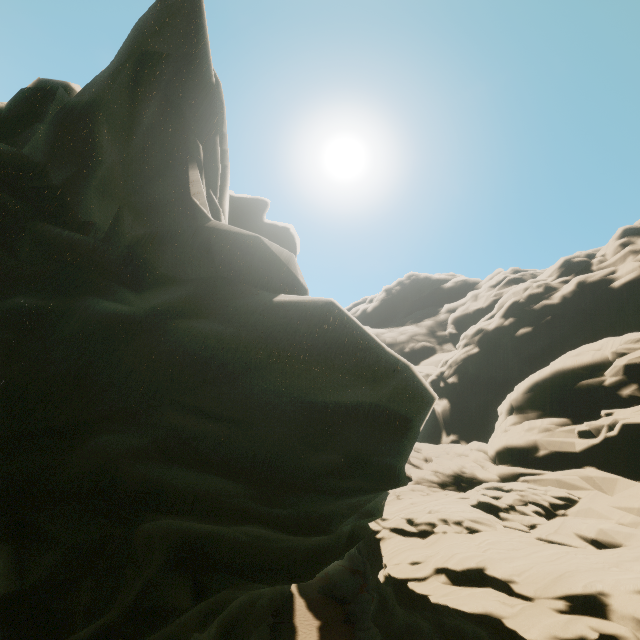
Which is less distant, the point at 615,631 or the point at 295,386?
the point at 295,386
